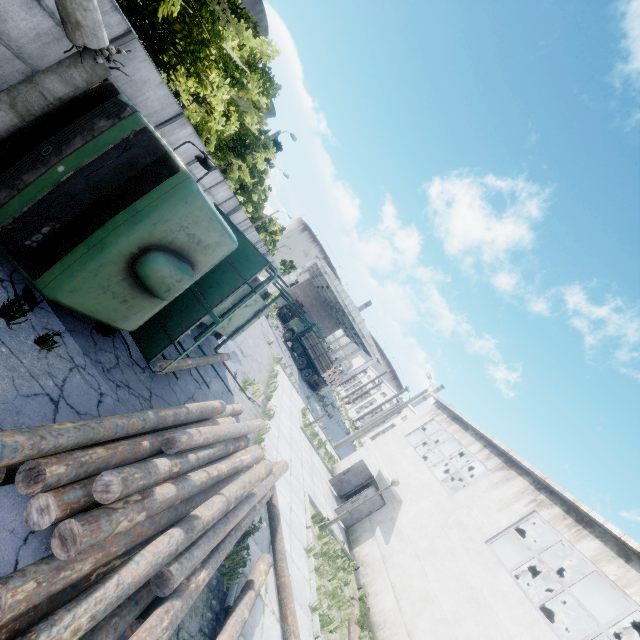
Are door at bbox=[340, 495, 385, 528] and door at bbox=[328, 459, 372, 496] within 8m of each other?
yes

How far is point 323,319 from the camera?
56.7 meters

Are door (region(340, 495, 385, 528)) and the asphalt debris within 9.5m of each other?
no

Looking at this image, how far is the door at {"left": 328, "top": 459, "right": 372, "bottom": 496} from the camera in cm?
1716

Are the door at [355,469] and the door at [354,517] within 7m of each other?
yes

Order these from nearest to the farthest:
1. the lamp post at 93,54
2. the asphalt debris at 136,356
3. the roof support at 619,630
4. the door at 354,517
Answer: the lamp post at 93,54 < the asphalt debris at 136,356 < the roof support at 619,630 < the door at 354,517

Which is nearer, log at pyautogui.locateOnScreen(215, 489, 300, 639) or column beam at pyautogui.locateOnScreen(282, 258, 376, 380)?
log at pyautogui.locateOnScreen(215, 489, 300, 639)

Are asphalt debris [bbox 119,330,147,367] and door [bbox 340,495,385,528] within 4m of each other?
no
